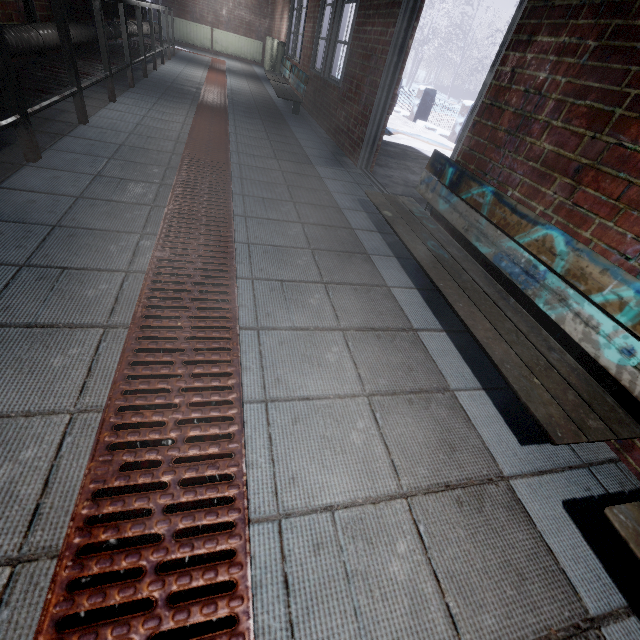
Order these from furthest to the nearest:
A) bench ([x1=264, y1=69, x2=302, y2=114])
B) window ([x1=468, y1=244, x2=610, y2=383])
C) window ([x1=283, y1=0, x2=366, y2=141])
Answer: bench ([x1=264, y1=69, x2=302, y2=114]), window ([x1=283, y1=0, x2=366, y2=141]), window ([x1=468, y1=244, x2=610, y2=383])

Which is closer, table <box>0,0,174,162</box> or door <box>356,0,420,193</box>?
table <box>0,0,174,162</box>

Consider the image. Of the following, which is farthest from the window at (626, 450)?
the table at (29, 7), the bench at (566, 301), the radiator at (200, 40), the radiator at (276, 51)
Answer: the radiator at (200, 40)

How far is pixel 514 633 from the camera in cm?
75

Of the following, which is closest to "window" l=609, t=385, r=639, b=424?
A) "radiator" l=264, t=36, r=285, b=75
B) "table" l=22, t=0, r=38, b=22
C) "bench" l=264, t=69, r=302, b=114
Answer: "table" l=22, t=0, r=38, b=22

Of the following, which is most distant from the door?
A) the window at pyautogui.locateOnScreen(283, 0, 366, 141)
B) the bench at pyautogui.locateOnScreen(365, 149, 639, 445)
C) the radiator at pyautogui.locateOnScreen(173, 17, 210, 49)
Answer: the radiator at pyautogui.locateOnScreen(173, 17, 210, 49)

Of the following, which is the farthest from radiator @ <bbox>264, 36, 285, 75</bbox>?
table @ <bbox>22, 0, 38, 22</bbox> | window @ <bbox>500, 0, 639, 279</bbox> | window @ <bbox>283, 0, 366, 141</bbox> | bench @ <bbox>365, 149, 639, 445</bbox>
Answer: window @ <bbox>500, 0, 639, 279</bbox>

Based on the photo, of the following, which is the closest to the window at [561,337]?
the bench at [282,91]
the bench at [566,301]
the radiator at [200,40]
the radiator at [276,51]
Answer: the bench at [566,301]
